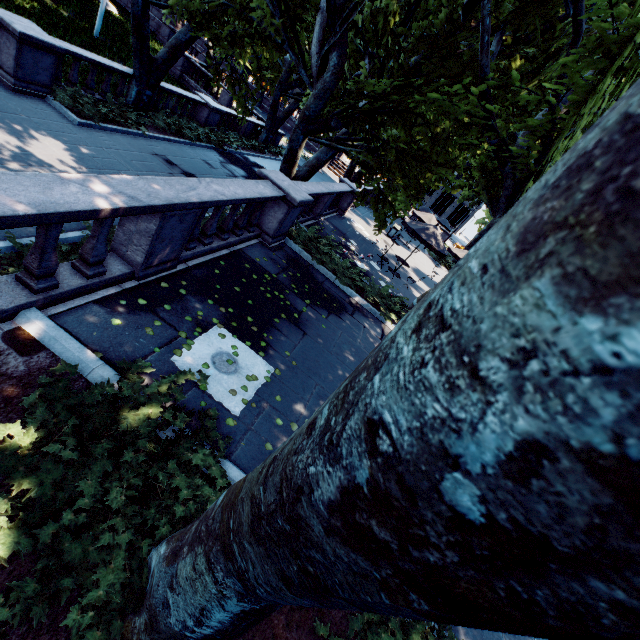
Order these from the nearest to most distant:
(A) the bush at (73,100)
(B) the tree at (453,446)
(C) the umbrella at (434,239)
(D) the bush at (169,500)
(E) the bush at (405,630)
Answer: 1. (B) the tree at (453,446)
2. (D) the bush at (169,500)
3. (E) the bush at (405,630)
4. (A) the bush at (73,100)
5. (C) the umbrella at (434,239)

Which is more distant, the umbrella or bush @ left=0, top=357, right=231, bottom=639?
the umbrella

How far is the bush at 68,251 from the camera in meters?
6.3 m

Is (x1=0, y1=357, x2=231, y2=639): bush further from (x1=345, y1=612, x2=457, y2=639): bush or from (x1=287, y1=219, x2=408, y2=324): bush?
(x1=287, y1=219, x2=408, y2=324): bush

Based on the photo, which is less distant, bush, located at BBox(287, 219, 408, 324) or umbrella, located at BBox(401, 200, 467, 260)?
bush, located at BBox(287, 219, 408, 324)

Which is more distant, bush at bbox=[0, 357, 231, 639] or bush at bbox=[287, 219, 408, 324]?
bush at bbox=[287, 219, 408, 324]

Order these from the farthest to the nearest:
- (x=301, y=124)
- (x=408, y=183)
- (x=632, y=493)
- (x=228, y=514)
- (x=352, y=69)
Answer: (x=352, y=69) → (x=301, y=124) → (x=408, y=183) → (x=228, y=514) → (x=632, y=493)

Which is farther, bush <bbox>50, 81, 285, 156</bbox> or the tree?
bush <bbox>50, 81, 285, 156</bbox>
